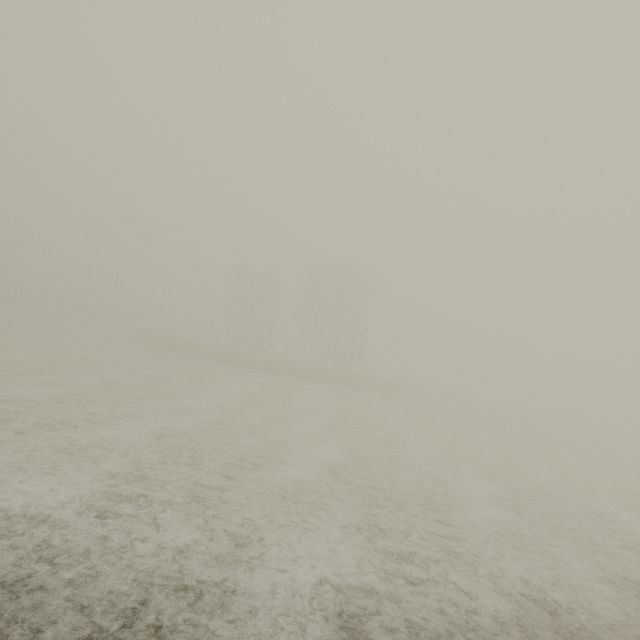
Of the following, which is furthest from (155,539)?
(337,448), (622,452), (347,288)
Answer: (347,288)
